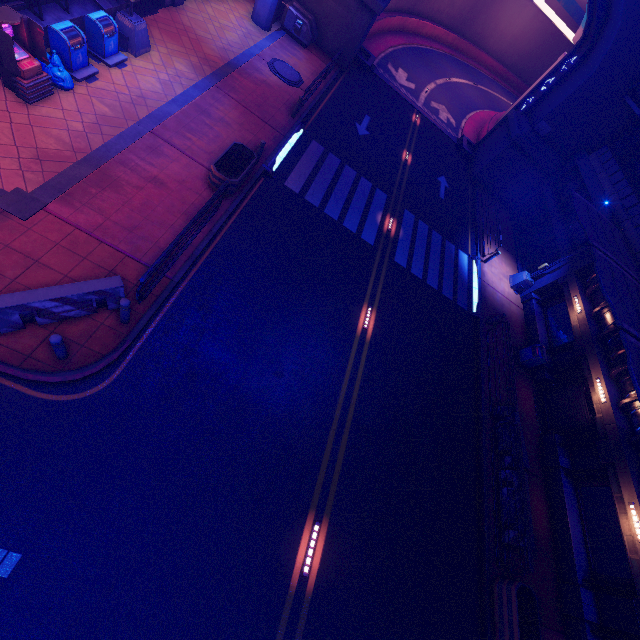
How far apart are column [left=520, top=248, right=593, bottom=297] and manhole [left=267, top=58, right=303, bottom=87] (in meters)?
18.01

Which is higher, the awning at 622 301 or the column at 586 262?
the awning at 622 301

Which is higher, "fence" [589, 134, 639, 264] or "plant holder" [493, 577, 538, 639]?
"fence" [589, 134, 639, 264]

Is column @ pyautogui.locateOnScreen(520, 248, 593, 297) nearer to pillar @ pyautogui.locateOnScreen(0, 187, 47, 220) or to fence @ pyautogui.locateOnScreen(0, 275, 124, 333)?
fence @ pyautogui.locateOnScreen(0, 275, 124, 333)

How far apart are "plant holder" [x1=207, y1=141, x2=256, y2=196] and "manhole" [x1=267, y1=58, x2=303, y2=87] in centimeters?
796cm

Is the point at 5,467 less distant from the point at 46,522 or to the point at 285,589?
the point at 46,522

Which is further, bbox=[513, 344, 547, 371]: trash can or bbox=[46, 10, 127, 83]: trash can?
bbox=[513, 344, 547, 371]: trash can

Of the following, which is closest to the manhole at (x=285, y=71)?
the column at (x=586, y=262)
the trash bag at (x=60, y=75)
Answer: the trash bag at (x=60, y=75)
